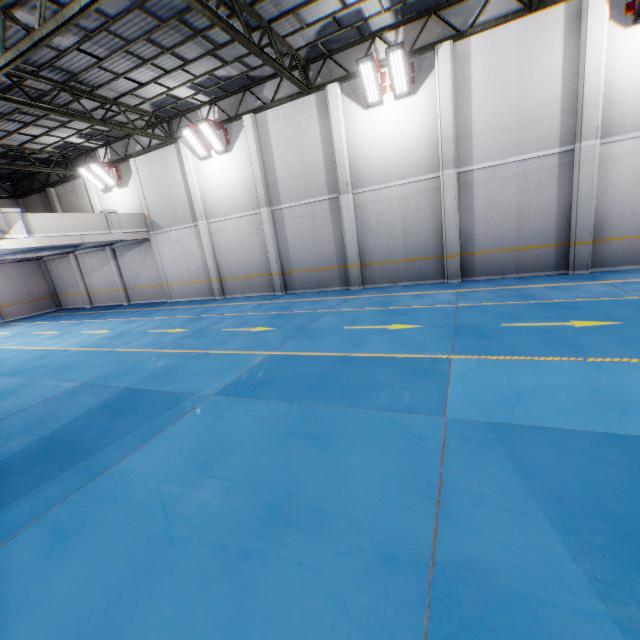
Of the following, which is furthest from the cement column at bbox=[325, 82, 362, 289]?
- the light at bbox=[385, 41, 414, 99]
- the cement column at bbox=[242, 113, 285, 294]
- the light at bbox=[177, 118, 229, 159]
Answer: the light at bbox=[177, 118, 229, 159]

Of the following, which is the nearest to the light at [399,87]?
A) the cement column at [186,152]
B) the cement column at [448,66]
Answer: the cement column at [448,66]

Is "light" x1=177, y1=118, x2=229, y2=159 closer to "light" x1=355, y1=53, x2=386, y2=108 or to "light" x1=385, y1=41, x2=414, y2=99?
"light" x1=355, y1=53, x2=386, y2=108

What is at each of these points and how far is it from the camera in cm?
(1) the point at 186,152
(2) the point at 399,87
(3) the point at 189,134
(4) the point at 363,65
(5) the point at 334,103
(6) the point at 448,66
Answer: (1) cement column, 1563
(2) light, 1130
(3) light, 1445
(4) light, 1090
(5) cement column, 1237
(6) cement column, 1066

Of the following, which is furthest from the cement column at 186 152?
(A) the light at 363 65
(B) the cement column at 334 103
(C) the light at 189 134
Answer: (A) the light at 363 65

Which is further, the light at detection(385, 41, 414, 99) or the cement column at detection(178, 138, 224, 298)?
the cement column at detection(178, 138, 224, 298)

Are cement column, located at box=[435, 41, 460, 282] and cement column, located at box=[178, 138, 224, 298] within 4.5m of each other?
no

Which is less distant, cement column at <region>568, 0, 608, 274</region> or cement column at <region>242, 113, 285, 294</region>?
cement column at <region>568, 0, 608, 274</region>
